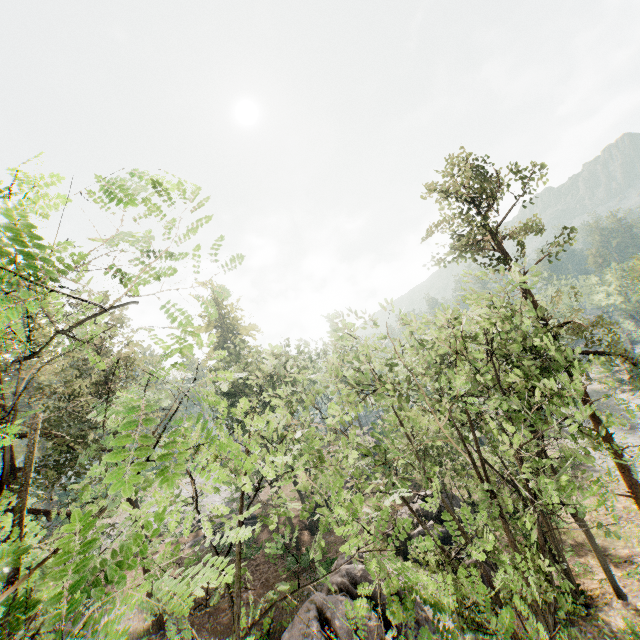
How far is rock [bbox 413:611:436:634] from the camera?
16.4m

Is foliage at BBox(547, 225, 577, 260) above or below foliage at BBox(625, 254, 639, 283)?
above

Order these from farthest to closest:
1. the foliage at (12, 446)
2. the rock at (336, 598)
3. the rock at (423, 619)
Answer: the rock at (423, 619), the rock at (336, 598), the foliage at (12, 446)

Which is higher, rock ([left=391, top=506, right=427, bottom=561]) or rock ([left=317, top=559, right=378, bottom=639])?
rock ([left=317, top=559, right=378, bottom=639])

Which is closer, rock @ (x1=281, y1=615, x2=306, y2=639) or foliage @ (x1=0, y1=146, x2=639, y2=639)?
foliage @ (x1=0, y1=146, x2=639, y2=639)

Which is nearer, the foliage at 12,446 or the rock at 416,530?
the foliage at 12,446

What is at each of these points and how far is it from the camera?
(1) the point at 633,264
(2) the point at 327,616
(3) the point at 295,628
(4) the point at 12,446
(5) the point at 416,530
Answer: (1) foliage, 54.2 meters
(2) rock, 15.8 meters
(3) rock, 15.6 meters
(4) foliage, 18.7 meters
(5) rock, 23.7 meters

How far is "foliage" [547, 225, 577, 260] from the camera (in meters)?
17.52
